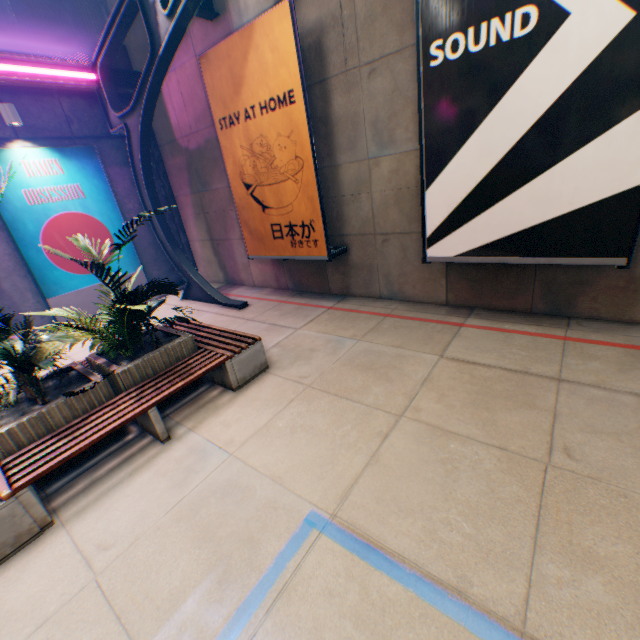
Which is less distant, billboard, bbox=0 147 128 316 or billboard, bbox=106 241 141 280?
billboard, bbox=0 147 128 316

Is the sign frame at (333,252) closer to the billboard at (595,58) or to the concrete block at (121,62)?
the billboard at (595,58)

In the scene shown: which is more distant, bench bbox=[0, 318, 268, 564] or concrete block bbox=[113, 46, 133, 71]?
concrete block bbox=[113, 46, 133, 71]

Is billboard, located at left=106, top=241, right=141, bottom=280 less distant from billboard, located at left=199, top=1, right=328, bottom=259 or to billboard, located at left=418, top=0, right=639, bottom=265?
billboard, located at left=199, top=1, right=328, bottom=259

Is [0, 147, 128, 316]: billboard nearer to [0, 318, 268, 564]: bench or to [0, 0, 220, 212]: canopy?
[0, 0, 220, 212]: canopy

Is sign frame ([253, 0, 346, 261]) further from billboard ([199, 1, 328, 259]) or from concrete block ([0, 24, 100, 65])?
concrete block ([0, 24, 100, 65])

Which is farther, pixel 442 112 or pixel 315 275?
pixel 315 275

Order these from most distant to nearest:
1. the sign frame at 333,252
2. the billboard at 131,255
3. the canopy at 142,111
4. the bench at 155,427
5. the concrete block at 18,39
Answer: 1. the billboard at 131,255
2. the concrete block at 18,39
3. the canopy at 142,111
4. the sign frame at 333,252
5. the bench at 155,427
